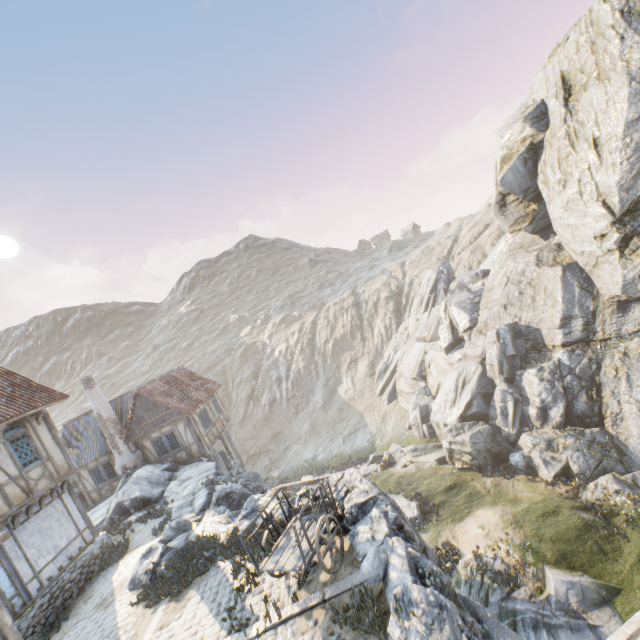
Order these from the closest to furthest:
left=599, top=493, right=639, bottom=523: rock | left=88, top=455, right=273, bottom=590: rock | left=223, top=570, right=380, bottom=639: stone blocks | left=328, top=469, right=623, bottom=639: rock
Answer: left=328, top=469, right=623, bottom=639: rock < left=223, top=570, right=380, bottom=639: stone blocks < left=88, top=455, right=273, bottom=590: rock < left=599, top=493, right=639, bottom=523: rock

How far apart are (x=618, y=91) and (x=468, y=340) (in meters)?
17.82

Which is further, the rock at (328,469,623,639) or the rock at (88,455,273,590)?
the rock at (88,455,273,590)

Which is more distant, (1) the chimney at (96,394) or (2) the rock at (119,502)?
(1) the chimney at (96,394)

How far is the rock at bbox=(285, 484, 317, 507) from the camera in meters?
10.4

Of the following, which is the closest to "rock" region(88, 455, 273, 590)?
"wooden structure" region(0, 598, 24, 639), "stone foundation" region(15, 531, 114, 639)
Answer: "stone foundation" region(15, 531, 114, 639)

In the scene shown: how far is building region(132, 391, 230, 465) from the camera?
21.44m

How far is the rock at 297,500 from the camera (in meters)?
10.38
